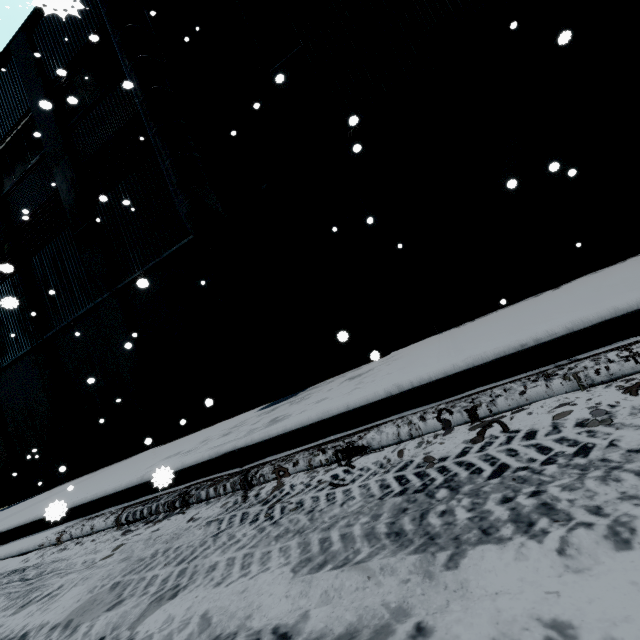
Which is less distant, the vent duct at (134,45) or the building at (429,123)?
the building at (429,123)

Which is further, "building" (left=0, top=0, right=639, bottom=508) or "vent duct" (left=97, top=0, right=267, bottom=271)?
"vent duct" (left=97, top=0, right=267, bottom=271)

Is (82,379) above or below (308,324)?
above
